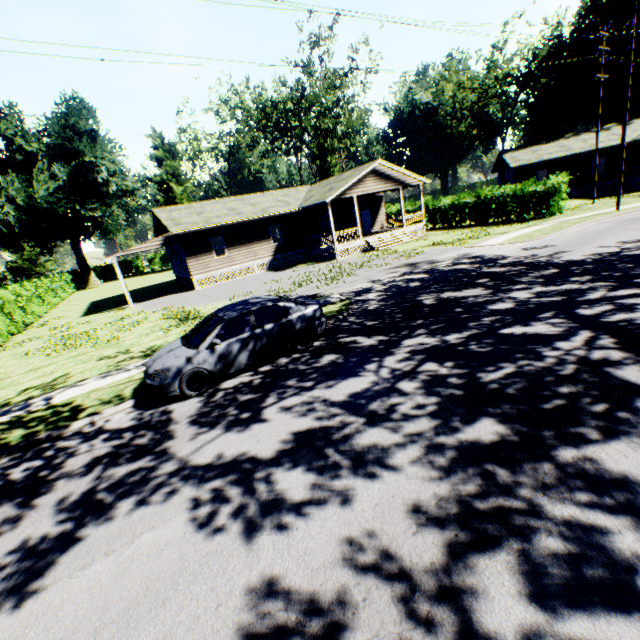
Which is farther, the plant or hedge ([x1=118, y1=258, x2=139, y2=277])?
hedge ([x1=118, y1=258, x2=139, y2=277])

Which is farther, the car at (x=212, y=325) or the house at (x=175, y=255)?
the house at (x=175, y=255)

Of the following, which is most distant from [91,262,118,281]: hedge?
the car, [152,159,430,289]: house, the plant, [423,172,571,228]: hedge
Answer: the car

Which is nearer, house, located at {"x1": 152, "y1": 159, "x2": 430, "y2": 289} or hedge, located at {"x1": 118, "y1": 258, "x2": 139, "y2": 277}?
house, located at {"x1": 152, "y1": 159, "x2": 430, "y2": 289}

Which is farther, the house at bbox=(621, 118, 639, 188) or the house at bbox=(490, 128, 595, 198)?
the house at bbox=(490, 128, 595, 198)

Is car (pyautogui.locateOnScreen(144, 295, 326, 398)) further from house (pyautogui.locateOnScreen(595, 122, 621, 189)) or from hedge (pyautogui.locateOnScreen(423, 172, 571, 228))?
house (pyautogui.locateOnScreen(595, 122, 621, 189))

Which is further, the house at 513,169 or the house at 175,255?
the house at 513,169

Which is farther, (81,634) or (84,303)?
(84,303)
